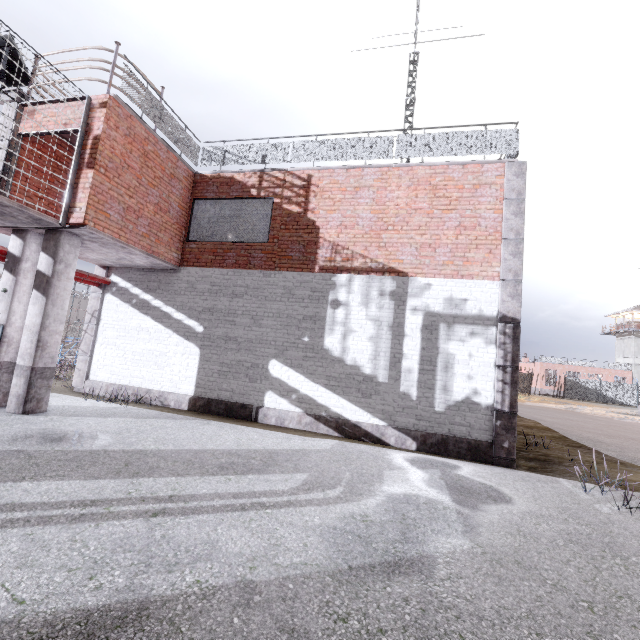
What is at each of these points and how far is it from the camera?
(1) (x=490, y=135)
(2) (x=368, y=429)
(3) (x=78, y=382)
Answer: (1) metal railing, 8.1m
(2) foundation, 7.8m
(3) trim, 9.9m

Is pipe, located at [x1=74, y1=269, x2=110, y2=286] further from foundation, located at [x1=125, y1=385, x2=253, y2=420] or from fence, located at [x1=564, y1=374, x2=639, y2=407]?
foundation, located at [x1=125, y1=385, x2=253, y2=420]

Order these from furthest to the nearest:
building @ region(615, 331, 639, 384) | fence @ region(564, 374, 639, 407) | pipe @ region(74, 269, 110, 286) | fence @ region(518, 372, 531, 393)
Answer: building @ region(615, 331, 639, 384), fence @ region(518, 372, 531, 393), fence @ region(564, 374, 639, 407), pipe @ region(74, 269, 110, 286)

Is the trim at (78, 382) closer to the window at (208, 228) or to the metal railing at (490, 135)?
the metal railing at (490, 135)

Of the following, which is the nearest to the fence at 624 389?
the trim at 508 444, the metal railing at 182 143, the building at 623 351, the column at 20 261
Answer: the metal railing at 182 143

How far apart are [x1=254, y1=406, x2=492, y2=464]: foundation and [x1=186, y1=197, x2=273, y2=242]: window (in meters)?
4.48

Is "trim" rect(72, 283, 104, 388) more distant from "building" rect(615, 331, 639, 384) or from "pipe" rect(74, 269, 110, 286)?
"building" rect(615, 331, 639, 384)

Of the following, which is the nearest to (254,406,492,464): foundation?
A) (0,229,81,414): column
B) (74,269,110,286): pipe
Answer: (0,229,81,414): column
